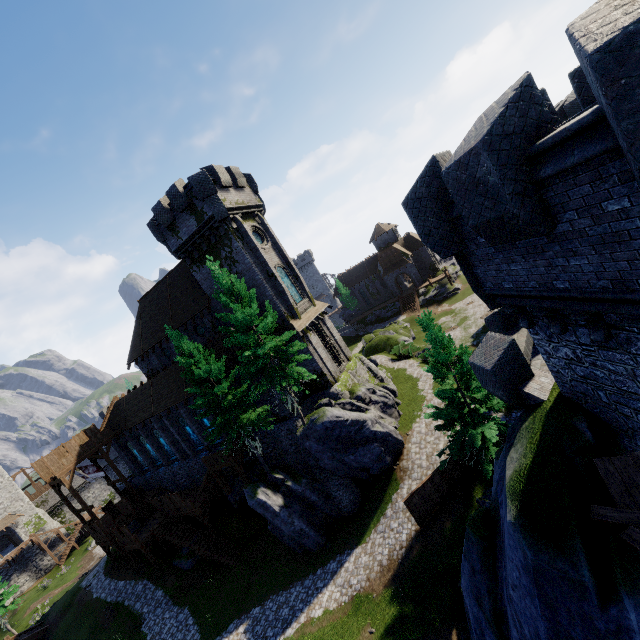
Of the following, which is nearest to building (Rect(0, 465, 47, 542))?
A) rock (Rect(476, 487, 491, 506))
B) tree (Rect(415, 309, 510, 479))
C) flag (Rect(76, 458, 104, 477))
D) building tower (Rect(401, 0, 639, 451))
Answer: flag (Rect(76, 458, 104, 477))

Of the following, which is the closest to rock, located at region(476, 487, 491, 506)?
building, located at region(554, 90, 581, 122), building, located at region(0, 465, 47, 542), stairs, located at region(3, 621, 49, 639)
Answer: building, located at region(554, 90, 581, 122)

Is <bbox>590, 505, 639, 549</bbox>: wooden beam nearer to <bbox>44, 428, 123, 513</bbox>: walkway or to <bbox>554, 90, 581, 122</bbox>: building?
<bbox>554, 90, 581, 122</bbox>: building

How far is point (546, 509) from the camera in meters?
7.2

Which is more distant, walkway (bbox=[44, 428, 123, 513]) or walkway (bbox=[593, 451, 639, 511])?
→ walkway (bbox=[44, 428, 123, 513])

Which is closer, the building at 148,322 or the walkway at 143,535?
the building at 148,322

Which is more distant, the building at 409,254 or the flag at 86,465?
the building at 409,254

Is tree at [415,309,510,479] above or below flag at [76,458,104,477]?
below
